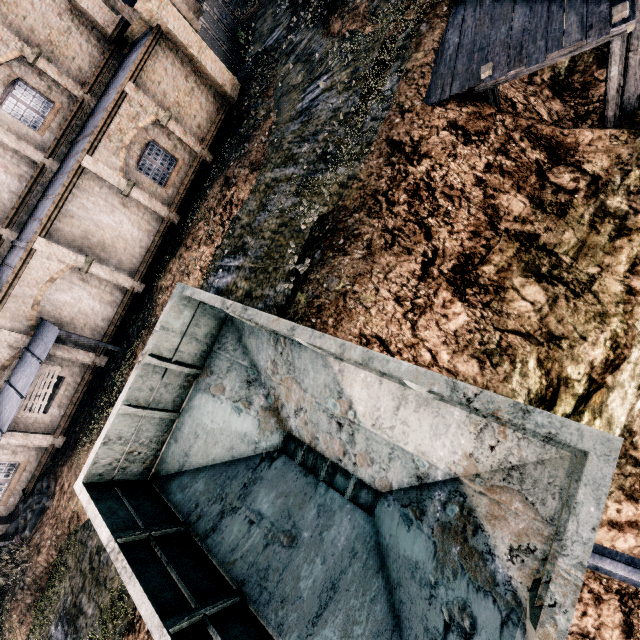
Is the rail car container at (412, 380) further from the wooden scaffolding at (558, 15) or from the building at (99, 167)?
the building at (99, 167)

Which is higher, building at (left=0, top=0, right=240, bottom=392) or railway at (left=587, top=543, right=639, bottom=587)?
building at (left=0, top=0, right=240, bottom=392)

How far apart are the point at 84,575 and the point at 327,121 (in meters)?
19.46

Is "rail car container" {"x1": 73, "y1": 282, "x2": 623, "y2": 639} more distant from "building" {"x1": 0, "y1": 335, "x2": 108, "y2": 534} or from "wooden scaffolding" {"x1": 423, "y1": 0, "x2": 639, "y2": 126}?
"building" {"x1": 0, "y1": 335, "x2": 108, "y2": 534}

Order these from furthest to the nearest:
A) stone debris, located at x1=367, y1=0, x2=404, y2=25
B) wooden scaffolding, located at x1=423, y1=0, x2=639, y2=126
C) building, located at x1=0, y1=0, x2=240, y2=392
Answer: building, located at x1=0, y1=0, x2=240, y2=392 → stone debris, located at x1=367, y1=0, x2=404, y2=25 → wooden scaffolding, located at x1=423, y1=0, x2=639, y2=126

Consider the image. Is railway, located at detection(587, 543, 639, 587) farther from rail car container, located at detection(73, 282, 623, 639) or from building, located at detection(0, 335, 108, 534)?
building, located at detection(0, 335, 108, 534)

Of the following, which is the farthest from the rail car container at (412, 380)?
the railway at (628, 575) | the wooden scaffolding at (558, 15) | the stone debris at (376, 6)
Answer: the stone debris at (376, 6)

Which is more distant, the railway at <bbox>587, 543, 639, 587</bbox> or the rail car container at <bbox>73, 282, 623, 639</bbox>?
the railway at <bbox>587, 543, 639, 587</bbox>
